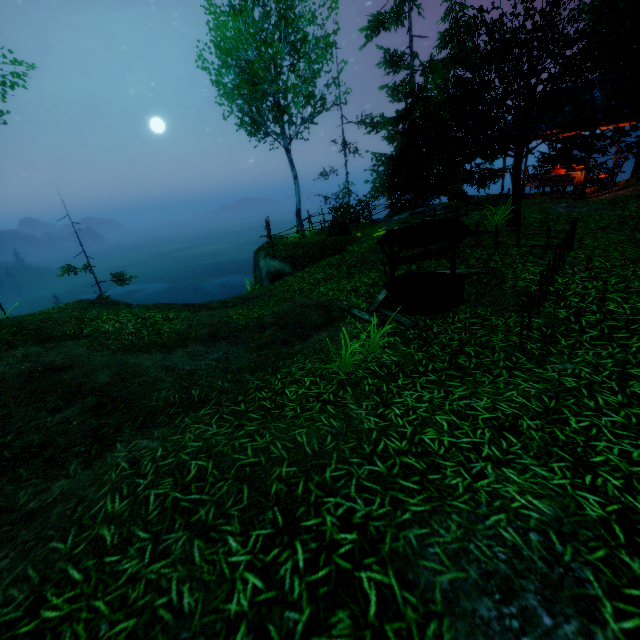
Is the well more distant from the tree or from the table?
the table

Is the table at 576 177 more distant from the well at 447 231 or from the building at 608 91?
the well at 447 231

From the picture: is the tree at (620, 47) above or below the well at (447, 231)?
above

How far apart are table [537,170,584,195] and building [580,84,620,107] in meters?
2.6

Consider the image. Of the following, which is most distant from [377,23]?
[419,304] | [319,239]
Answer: [419,304]

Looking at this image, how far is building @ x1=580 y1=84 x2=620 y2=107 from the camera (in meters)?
12.09

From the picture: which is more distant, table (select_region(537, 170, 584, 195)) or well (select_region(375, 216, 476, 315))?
table (select_region(537, 170, 584, 195))

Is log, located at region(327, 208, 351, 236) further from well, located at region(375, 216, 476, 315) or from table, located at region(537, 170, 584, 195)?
table, located at region(537, 170, 584, 195)
